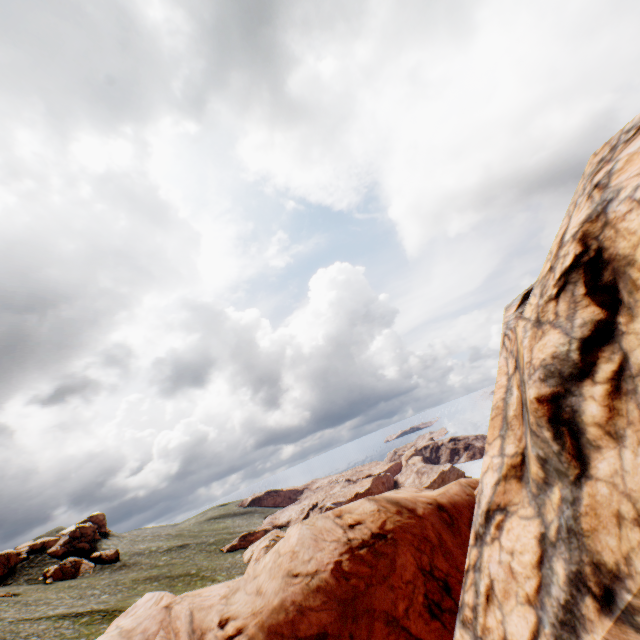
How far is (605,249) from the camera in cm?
521
